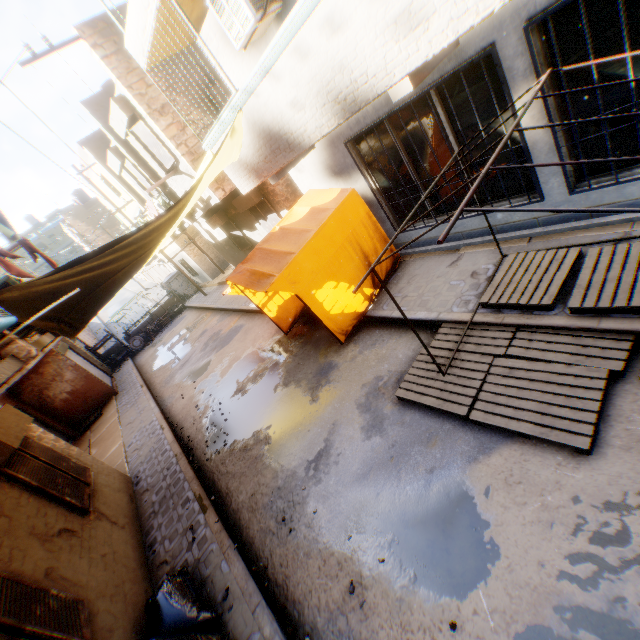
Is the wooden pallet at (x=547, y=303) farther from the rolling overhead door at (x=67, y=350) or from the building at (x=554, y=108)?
the rolling overhead door at (x=67, y=350)

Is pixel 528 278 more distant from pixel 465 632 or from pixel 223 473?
pixel 223 473

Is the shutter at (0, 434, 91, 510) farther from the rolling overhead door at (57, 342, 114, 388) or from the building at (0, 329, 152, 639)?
the rolling overhead door at (57, 342, 114, 388)

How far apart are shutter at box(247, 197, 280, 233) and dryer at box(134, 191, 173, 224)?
3.4m

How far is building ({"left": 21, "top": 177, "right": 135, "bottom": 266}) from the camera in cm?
3266

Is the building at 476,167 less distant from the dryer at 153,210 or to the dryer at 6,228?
the dryer at 6,228

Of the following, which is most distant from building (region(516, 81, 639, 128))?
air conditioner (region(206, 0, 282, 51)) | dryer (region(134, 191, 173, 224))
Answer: dryer (region(134, 191, 173, 224))
